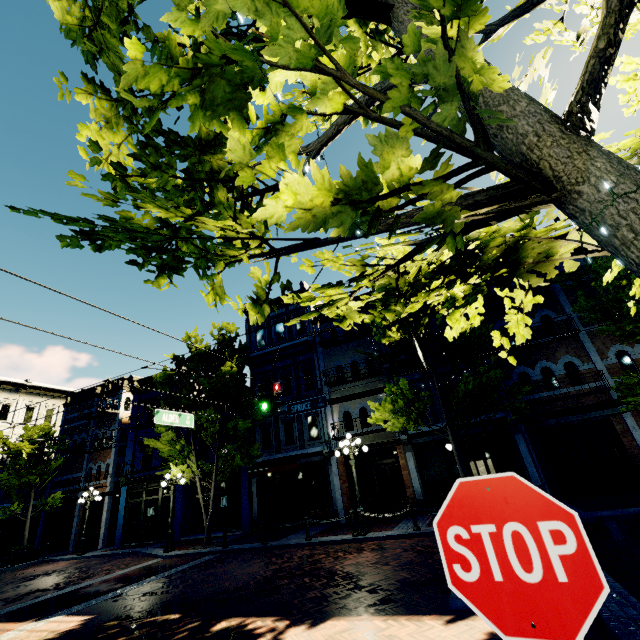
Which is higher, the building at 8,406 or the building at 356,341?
the building at 8,406

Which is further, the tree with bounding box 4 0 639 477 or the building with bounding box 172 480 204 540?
the building with bounding box 172 480 204 540

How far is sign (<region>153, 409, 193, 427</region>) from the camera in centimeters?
1053cm

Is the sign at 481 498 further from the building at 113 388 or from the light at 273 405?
the building at 113 388

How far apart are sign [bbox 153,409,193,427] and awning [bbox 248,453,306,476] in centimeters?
687cm

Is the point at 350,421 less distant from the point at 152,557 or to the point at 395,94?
the point at 152,557

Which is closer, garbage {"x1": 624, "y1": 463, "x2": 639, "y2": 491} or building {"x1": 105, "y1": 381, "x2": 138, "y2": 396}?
garbage {"x1": 624, "y1": 463, "x2": 639, "y2": 491}

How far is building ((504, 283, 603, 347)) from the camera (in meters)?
14.84
